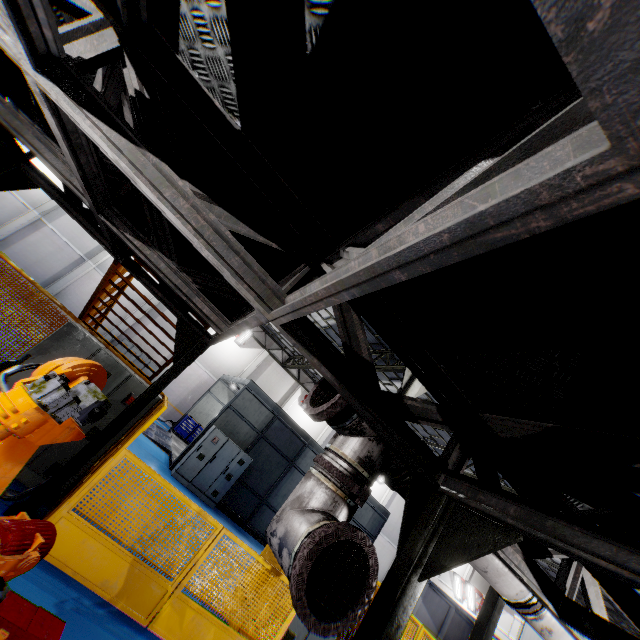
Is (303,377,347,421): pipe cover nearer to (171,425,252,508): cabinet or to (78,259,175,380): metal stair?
(78,259,175,380): metal stair

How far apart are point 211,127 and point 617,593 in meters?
5.2 m

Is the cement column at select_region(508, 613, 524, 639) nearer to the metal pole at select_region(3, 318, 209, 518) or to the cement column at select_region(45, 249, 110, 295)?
the metal pole at select_region(3, 318, 209, 518)

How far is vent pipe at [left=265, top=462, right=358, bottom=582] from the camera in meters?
2.2

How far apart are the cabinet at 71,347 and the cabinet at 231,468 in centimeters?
663cm

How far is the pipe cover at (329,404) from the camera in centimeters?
249cm

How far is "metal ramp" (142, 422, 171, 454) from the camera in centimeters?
1396cm

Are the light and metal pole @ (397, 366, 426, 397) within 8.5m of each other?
no
